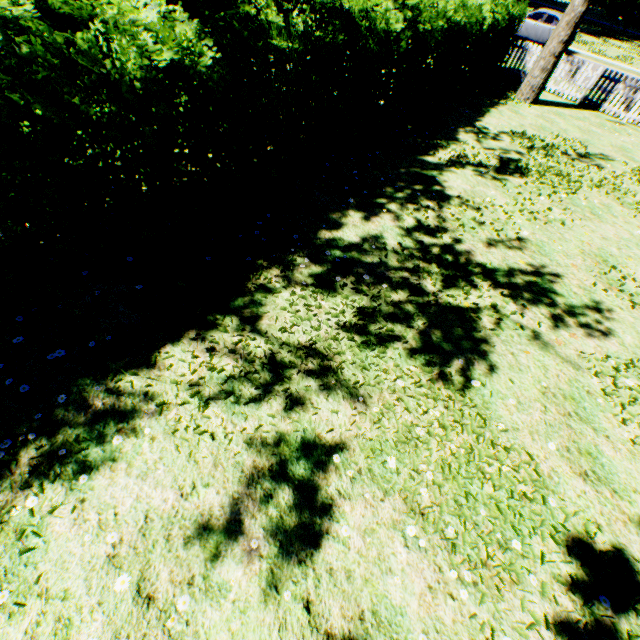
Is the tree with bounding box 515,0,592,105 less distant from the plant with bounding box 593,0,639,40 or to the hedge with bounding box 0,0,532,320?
the hedge with bounding box 0,0,532,320

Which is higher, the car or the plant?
the plant

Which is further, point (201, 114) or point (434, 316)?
point (434, 316)

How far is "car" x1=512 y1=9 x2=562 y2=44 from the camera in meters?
20.3 m

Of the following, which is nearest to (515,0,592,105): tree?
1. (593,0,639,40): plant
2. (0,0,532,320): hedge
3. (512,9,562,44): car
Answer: (0,0,532,320): hedge

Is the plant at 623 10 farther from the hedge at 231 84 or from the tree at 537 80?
the tree at 537 80

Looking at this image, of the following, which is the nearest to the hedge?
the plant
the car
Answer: the plant

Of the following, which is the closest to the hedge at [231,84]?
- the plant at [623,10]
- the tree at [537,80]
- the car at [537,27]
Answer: the plant at [623,10]
